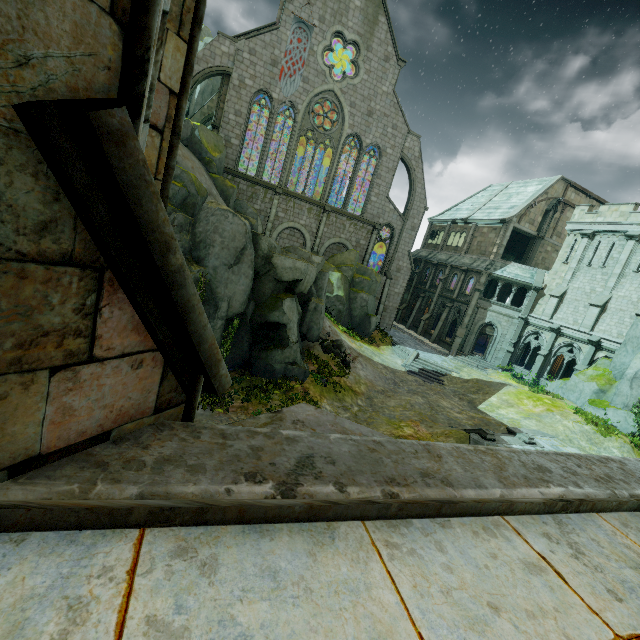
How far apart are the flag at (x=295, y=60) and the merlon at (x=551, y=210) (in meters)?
27.36

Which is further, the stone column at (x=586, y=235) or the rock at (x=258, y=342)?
the stone column at (x=586, y=235)

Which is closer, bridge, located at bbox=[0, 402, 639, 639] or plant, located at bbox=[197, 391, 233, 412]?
bridge, located at bbox=[0, 402, 639, 639]

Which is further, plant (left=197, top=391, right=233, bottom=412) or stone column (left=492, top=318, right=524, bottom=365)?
stone column (left=492, top=318, right=524, bottom=365)

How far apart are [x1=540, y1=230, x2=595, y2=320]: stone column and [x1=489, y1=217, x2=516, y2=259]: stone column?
5.7m

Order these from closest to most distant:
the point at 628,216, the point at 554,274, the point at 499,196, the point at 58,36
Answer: the point at 58,36 < the point at 628,216 < the point at 554,274 < the point at 499,196

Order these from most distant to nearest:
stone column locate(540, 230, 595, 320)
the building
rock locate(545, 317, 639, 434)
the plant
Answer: stone column locate(540, 230, 595, 320)
rock locate(545, 317, 639, 434)
the plant
the building

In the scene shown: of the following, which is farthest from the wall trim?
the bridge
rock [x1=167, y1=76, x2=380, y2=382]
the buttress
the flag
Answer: the buttress
